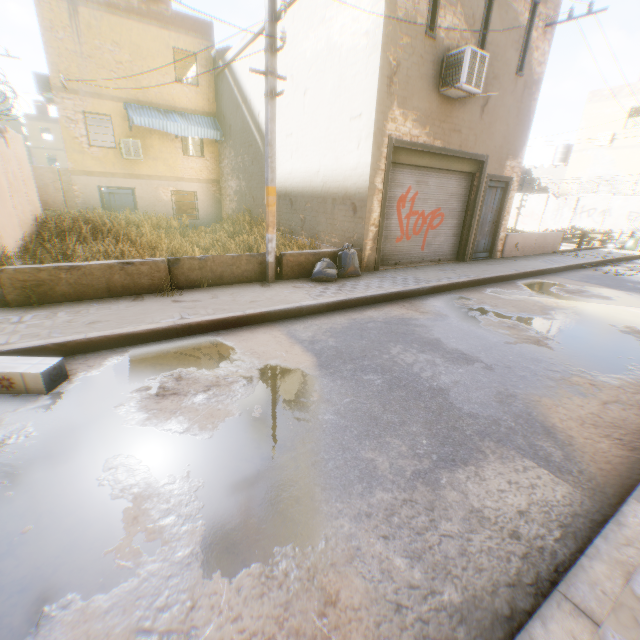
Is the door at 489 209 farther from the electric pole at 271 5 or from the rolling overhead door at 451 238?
the electric pole at 271 5

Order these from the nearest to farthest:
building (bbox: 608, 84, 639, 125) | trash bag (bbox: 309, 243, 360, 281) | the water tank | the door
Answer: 1. trash bag (bbox: 309, 243, 360, 281)
2. the door
3. building (bbox: 608, 84, 639, 125)
4. the water tank

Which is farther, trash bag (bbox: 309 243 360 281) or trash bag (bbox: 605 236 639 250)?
trash bag (bbox: 605 236 639 250)

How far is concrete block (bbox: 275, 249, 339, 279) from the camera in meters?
7.6

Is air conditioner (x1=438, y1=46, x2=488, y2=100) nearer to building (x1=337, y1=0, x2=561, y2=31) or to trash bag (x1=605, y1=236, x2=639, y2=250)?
building (x1=337, y1=0, x2=561, y2=31)

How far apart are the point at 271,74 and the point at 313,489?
6.84m

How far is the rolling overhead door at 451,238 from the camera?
9.0 meters

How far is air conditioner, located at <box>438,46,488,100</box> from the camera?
7.7m
